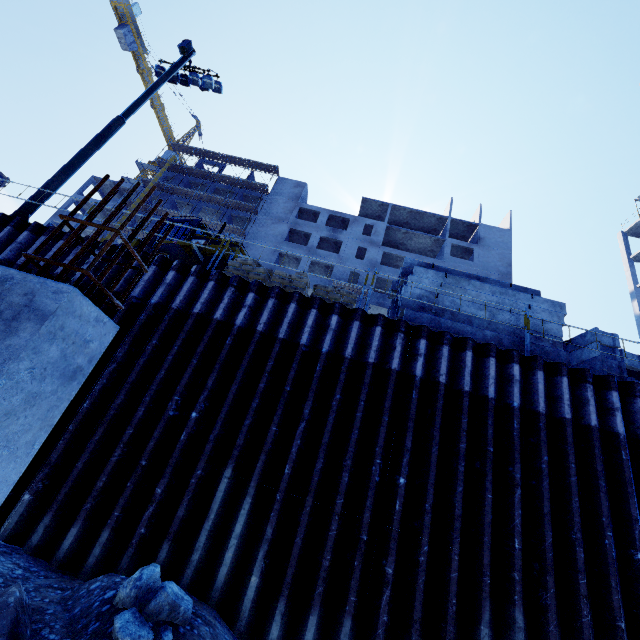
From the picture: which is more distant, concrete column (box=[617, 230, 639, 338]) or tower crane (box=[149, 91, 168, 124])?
tower crane (box=[149, 91, 168, 124])

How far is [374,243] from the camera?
39.8m

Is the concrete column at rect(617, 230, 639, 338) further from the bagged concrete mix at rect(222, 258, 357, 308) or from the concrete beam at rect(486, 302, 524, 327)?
the bagged concrete mix at rect(222, 258, 357, 308)

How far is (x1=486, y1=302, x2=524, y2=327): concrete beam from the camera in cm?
814

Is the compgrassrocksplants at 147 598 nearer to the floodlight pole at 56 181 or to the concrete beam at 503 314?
the concrete beam at 503 314

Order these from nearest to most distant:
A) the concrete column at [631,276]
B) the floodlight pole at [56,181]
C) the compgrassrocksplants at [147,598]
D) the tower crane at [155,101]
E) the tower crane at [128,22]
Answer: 1. the compgrassrocksplants at [147,598]
2. the floodlight pole at [56,181]
3. the concrete column at [631,276]
4. the tower crane at [128,22]
5. the tower crane at [155,101]

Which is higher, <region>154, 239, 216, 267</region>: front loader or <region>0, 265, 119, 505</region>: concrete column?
<region>154, 239, 216, 267</region>: front loader
